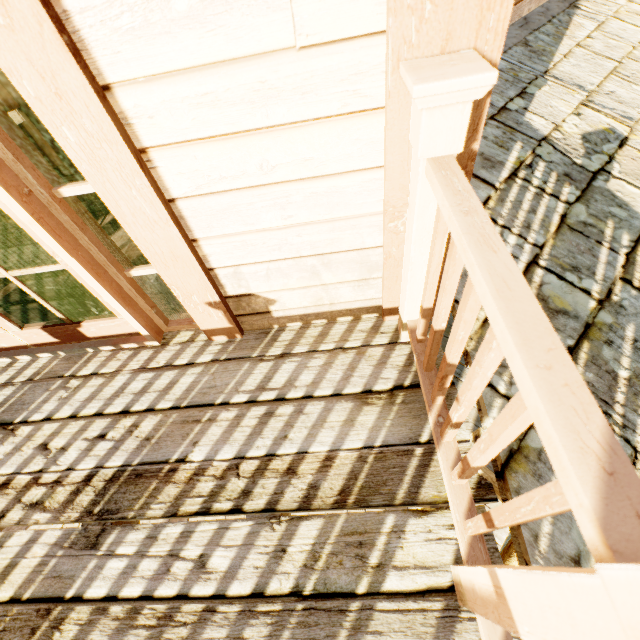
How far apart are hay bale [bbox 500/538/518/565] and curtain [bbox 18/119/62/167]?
12.84m

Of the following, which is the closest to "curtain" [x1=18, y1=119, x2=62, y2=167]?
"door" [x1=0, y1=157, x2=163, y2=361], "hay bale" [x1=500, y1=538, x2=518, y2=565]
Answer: "door" [x1=0, y1=157, x2=163, y2=361]

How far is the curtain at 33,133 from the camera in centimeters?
826cm

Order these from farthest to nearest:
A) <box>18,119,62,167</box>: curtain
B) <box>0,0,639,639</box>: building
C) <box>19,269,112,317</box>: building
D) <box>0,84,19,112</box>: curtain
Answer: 1. <box>18,119,62,167</box>: curtain
2. <box>0,84,19,112</box>: curtain
3. <box>19,269,112,317</box>: building
4. <box>0,0,639,639</box>: building

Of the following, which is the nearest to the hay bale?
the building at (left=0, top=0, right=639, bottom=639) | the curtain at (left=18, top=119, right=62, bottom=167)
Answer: the building at (left=0, top=0, right=639, bottom=639)

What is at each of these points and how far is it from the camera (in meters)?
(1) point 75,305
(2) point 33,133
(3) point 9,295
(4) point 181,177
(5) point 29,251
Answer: (1) building, 2.00
(2) curtain, 8.42
(3) building, 2.16
(4) building, 1.02
(5) building, 2.46

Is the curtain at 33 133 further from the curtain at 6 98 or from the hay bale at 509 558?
the hay bale at 509 558

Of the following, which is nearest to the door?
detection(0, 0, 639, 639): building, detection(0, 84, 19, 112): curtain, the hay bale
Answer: detection(0, 0, 639, 639): building
